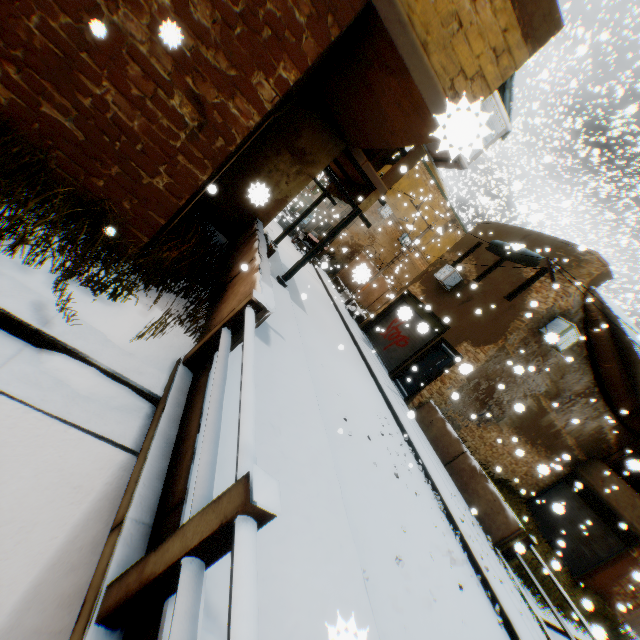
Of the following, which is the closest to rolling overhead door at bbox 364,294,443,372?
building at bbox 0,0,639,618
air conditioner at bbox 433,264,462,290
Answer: building at bbox 0,0,639,618

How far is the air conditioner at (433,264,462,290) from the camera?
14.7 meters

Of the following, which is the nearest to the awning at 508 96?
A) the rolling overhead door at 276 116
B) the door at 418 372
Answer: the rolling overhead door at 276 116

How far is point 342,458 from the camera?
5.21m

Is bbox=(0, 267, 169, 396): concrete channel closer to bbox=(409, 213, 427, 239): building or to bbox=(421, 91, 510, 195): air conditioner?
bbox=(409, 213, 427, 239): building

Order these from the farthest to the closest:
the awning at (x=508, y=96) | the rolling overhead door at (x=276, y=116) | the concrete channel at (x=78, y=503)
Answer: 1. the awning at (x=508, y=96)
2. the rolling overhead door at (x=276, y=116)
3. the concrete channel at (x=78, y=503)

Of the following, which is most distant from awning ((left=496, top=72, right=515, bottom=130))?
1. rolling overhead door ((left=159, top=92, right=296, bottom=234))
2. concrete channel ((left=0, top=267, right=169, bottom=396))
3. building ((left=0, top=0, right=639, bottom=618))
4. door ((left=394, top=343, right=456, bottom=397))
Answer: concrete channel ((left=0, top=267, right=169, bottom=396))

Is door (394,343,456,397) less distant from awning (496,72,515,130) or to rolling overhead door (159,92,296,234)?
rolling overhead door (159,92,296,234)
